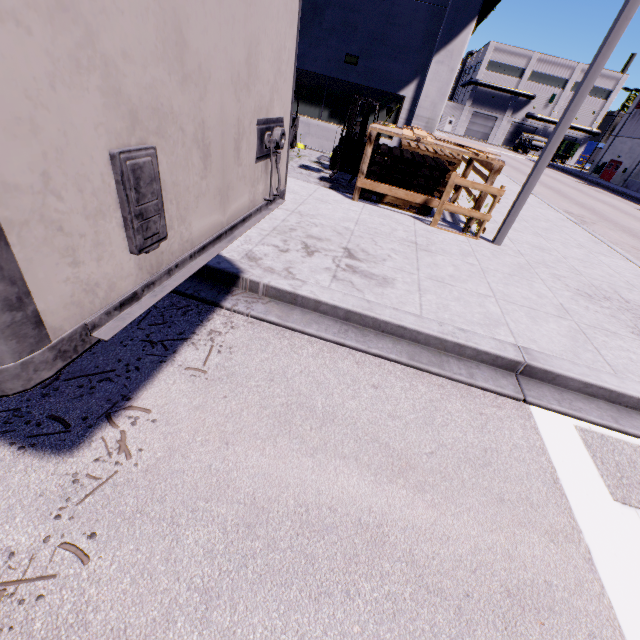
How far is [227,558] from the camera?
1.9 meters

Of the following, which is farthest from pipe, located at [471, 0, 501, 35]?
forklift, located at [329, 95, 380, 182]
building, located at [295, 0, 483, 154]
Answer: forklift, located at [329, 95, 380, 182]

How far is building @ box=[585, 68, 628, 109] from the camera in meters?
57.3 m

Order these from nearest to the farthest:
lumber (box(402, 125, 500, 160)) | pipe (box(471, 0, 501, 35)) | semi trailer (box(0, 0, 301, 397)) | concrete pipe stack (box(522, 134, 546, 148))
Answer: semi trailer (box(0, 0, 301, 397)) → lumber (box(402, 125, 500, 160)) → pipe (box(471, 0, 501, 35)) → concrete pipe stack (box(522, 134, 546, 148))

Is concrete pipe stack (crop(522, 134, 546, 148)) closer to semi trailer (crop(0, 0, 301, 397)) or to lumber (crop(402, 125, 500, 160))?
semi trailer (crop(0, 0, 301, 397))

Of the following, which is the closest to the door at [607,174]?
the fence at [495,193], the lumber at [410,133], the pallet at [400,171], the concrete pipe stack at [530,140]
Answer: the concrete pipe stack at [530,140]

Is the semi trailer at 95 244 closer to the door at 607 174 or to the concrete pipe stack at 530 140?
the concrete pipe stack at 530 140

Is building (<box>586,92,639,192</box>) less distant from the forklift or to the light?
the light
